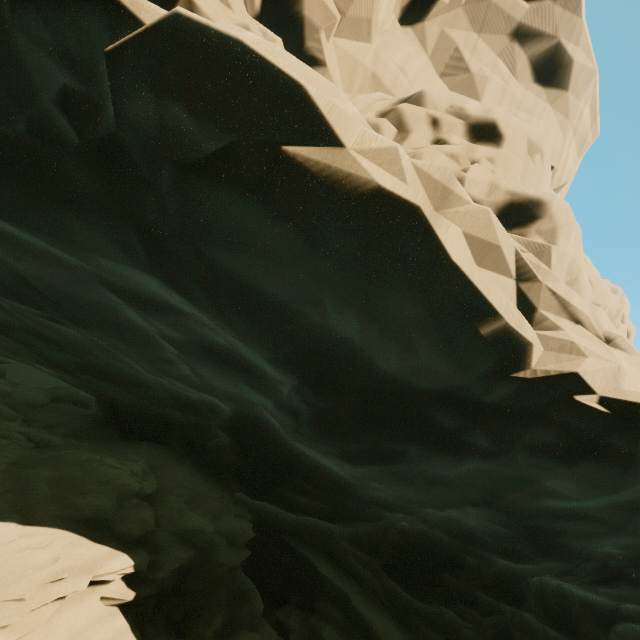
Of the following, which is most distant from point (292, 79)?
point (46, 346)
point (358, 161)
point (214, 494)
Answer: point (214, 494)
